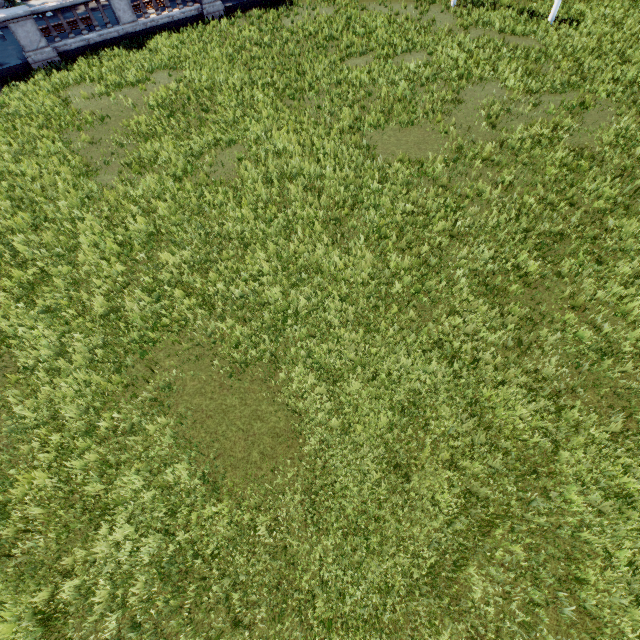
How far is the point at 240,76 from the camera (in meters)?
14.81
